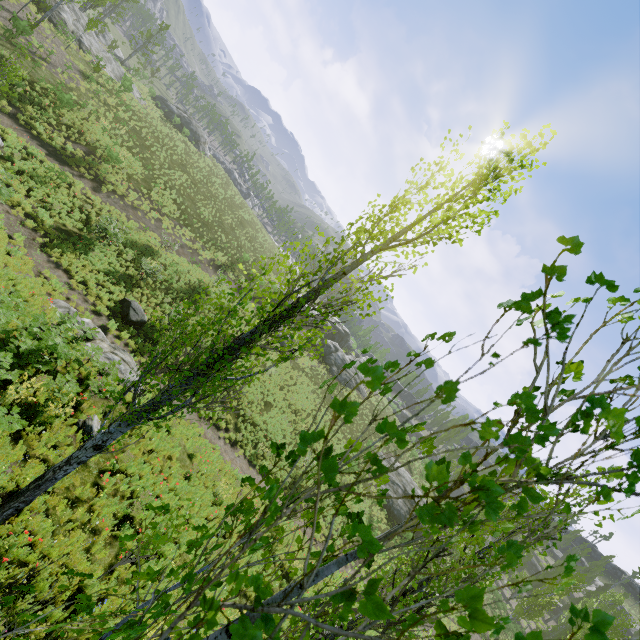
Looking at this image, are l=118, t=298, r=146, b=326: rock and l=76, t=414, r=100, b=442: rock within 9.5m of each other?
yes

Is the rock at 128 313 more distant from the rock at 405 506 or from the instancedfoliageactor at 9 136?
the rock at 405 506

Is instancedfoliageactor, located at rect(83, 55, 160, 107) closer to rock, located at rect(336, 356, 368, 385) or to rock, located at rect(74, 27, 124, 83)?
rock, located at rect(74, 27, 124, 83)

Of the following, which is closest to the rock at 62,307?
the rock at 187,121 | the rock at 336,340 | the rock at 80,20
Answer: the rock at 336,340

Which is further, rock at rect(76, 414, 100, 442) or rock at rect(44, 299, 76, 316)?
rock at rect(44, 299, 76, 316)

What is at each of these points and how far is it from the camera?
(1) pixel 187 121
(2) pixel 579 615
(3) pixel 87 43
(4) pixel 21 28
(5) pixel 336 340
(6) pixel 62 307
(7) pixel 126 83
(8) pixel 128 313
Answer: (1) rock, 50.6m
(2) instancedfoliageactor, 0.5m
(3) rock, 31.3m
(4) instancedfoliageactor, 20.8m
(5) rock, 51.2m
(6) rock, 13.2m
(7) instancedfoliageactor, 30.6m
(8) rock, 17.1m

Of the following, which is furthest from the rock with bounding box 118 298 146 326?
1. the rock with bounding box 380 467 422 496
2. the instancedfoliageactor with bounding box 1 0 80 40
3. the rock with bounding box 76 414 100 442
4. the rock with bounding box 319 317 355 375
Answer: the rock with bounding box 380 467 422 496

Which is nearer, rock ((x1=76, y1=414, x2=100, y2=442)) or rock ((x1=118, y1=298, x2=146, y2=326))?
rock ((x1=76, y1=414, x2=100, y2=442))
